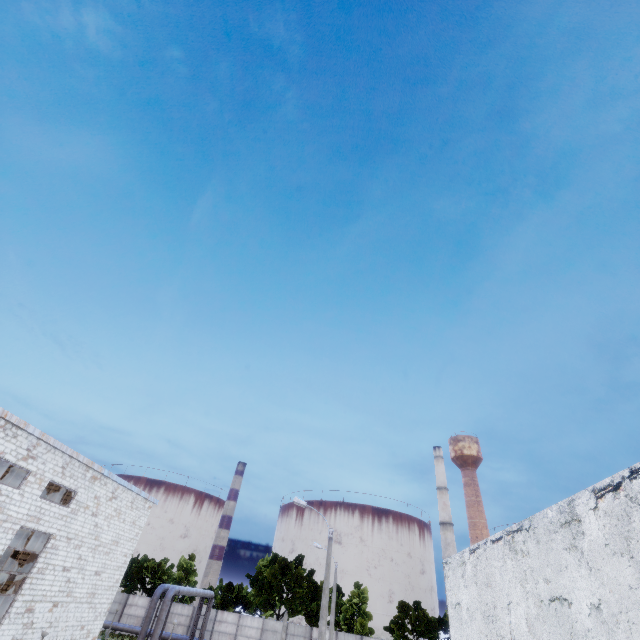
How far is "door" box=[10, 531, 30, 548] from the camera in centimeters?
2159cm

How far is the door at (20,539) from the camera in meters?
21.6

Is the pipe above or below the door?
below

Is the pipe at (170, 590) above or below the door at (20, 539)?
below

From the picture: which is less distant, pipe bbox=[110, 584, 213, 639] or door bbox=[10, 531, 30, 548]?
door bbox=[10, 531, 30, 548]

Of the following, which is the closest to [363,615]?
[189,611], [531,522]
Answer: [189,611]
